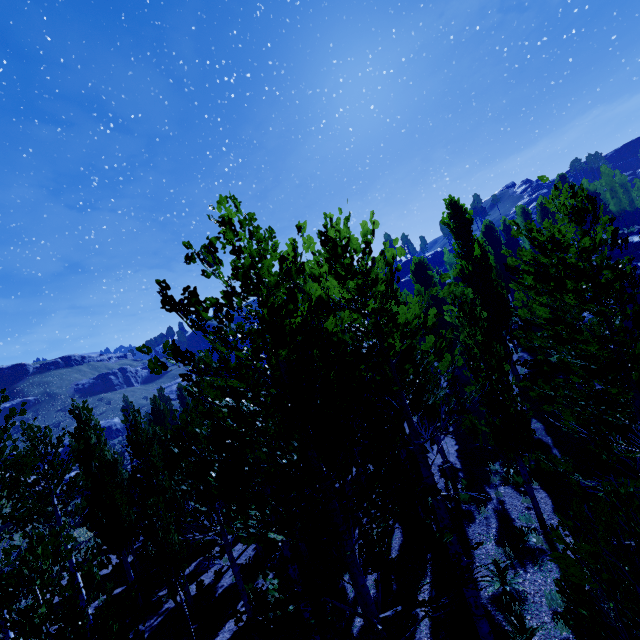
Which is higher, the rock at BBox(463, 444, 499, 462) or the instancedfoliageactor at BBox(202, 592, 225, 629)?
the rock at BBox(463, 444, 499, 462)

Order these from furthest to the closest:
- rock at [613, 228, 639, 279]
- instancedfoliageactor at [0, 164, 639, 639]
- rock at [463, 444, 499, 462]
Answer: rock at [613, 228, 639, 279]
rock at [463, 444, 499, 462]
instancedfoliageactor at [0, 164, 639, 639]

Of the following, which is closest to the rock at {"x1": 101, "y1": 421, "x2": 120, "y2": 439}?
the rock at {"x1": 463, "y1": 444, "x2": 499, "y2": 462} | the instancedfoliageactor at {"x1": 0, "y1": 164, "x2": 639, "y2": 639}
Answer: the instancedfoliageactor at {"x1": 0, "y1": 164, "x2": 639, "y2": 639}

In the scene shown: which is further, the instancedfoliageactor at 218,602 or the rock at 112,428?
the rock at 112,428

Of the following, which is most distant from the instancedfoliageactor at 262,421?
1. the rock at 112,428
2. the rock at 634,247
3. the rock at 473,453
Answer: the rock at 112,428

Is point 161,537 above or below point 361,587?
below

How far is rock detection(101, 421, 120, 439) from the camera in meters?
57.9

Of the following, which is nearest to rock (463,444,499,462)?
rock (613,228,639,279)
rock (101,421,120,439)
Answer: rock (613,228,639,279)
